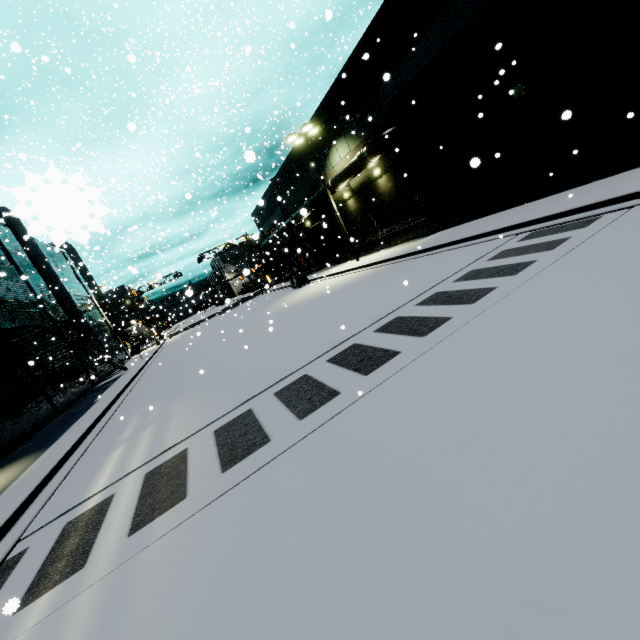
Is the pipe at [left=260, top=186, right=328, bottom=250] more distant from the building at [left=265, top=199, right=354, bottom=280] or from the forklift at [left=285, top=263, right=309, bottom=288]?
the forklift at [left=285, top=263, right=309, bottom=288]

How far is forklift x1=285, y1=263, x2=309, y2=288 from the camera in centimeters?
2831cm

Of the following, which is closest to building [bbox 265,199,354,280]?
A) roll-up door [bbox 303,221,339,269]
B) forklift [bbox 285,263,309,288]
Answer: roll-up door [bbox 303,221,339,269]

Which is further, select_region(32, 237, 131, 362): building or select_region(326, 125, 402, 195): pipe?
select_region(32, 237, 131, 362): building

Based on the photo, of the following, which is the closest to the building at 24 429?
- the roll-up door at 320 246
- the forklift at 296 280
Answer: the roll-up door at 320 246

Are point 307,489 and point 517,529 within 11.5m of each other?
yes

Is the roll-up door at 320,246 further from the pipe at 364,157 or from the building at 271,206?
the pipe at 364,157

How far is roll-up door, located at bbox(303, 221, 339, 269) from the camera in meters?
31.9 m
